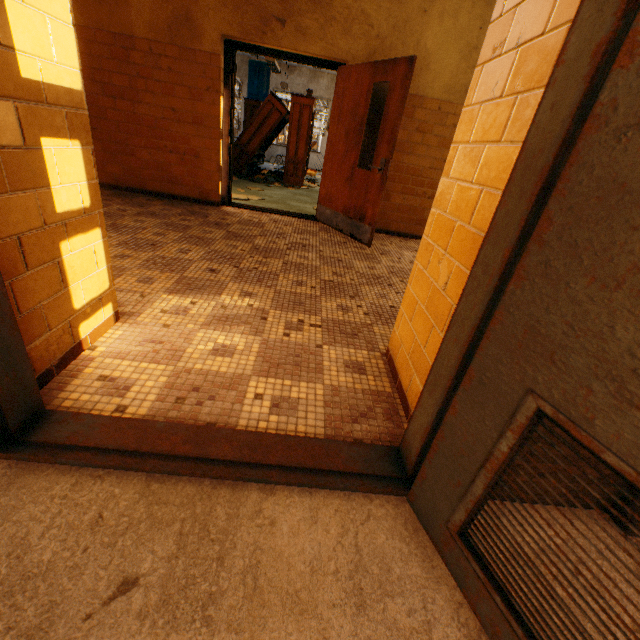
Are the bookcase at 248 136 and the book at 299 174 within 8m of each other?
yes

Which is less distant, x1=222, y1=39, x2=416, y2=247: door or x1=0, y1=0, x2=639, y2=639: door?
x1=0, y1=0, x2=639, y2=639: door

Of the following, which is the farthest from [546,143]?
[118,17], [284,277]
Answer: [118,17]

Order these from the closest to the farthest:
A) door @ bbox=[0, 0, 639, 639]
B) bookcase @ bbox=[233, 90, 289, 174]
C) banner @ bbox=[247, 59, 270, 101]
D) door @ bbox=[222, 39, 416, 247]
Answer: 1. door @ bbox=[0, 0, 639, 639]
2. door @ bbox=[222, 39, 416, 247]
3. bookcase @ bbox=[233, 90, 289, 174]
4. banner @ bbox=[247, 59, 270, 101]

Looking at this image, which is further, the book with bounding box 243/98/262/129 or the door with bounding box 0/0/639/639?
the book with bounding box 243/98/262/129

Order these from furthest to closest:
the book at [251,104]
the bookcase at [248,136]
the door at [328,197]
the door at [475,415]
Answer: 1. the book at [251,104]
2. the bookcase at [248,136]
3. the door at [328,197]
4. the door at [475,415]

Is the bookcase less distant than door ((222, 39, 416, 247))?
No

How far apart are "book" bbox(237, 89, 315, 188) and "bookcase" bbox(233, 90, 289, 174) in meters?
0.0 m
